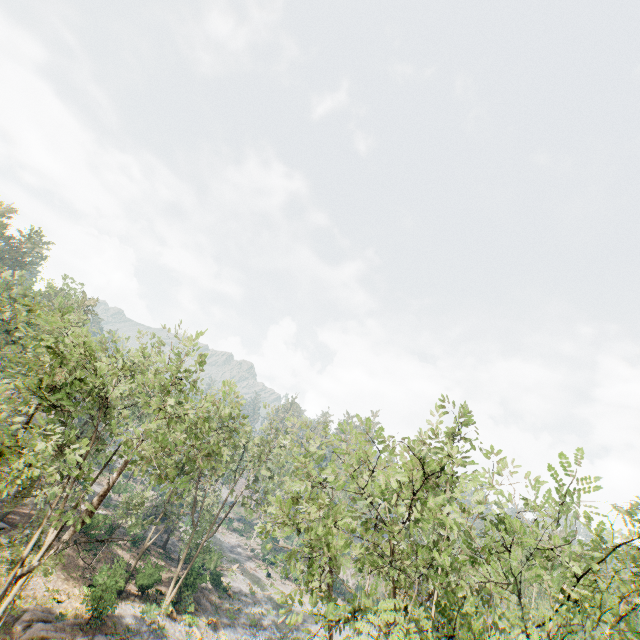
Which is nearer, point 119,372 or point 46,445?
point 46,445
